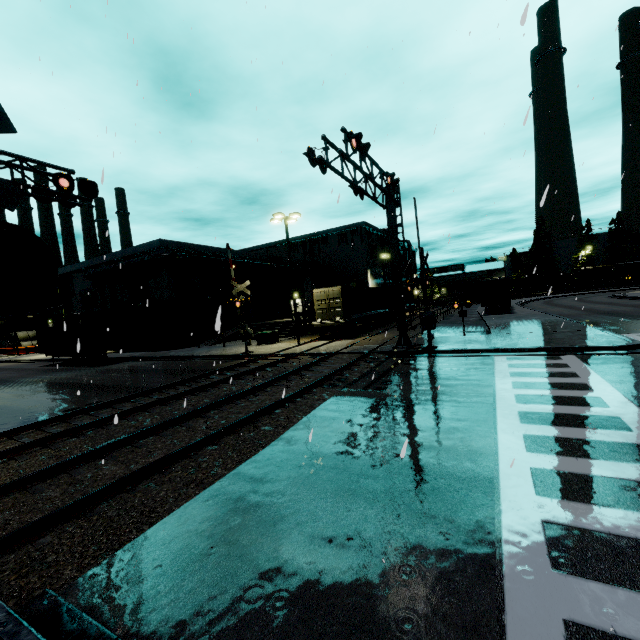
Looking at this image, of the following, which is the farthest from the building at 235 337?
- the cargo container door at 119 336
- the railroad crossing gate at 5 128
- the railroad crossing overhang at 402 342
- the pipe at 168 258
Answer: the railroad crossing gate at 5 128

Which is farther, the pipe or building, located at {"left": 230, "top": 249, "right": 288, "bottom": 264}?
building, located at {"left": 230, "top": 249, "right": 288, "bottom": 264}

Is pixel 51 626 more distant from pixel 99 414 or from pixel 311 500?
pixel 99 414

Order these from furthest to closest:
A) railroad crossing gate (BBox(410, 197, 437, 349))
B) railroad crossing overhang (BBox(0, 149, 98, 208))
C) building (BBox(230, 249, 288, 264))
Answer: building (BBox(230, 249, 288, 264)), railroad crossing gate (BBox(410, 197, 437, 349)), railroad crossing overhang (BBox(0, 149, 98, 208))

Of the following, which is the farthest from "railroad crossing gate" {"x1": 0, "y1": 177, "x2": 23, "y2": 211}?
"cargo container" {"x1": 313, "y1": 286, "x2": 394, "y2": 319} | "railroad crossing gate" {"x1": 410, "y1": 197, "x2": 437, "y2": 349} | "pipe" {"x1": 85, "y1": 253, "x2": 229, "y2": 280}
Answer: "pipe" {"x1": 85, "y1": 253, "x2": 229, "y2": 280}

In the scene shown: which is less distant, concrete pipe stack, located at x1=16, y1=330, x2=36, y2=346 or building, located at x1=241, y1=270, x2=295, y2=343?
building, located at x1=241, y1=270, x2=295, y2=343

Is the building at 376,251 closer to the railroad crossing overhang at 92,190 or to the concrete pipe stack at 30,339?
the concrete pipe stack at 30,339

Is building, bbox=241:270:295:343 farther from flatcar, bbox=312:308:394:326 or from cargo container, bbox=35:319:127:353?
flatcar, bbox=312:308:394:326
